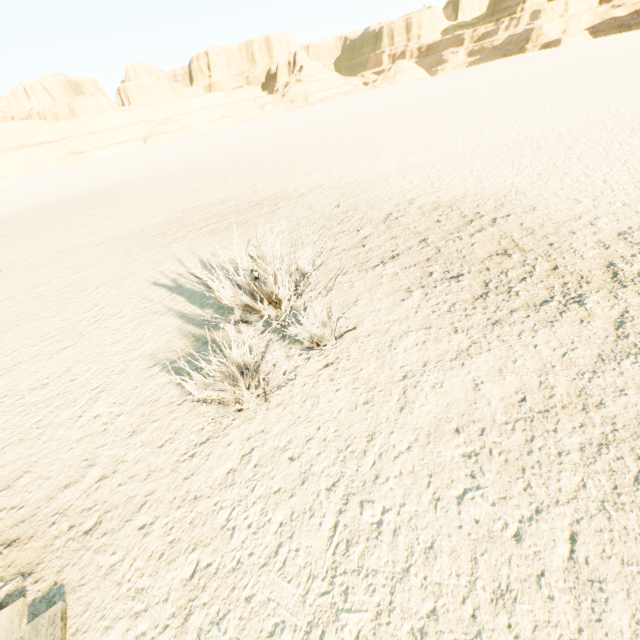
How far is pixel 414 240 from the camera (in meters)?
5.20
